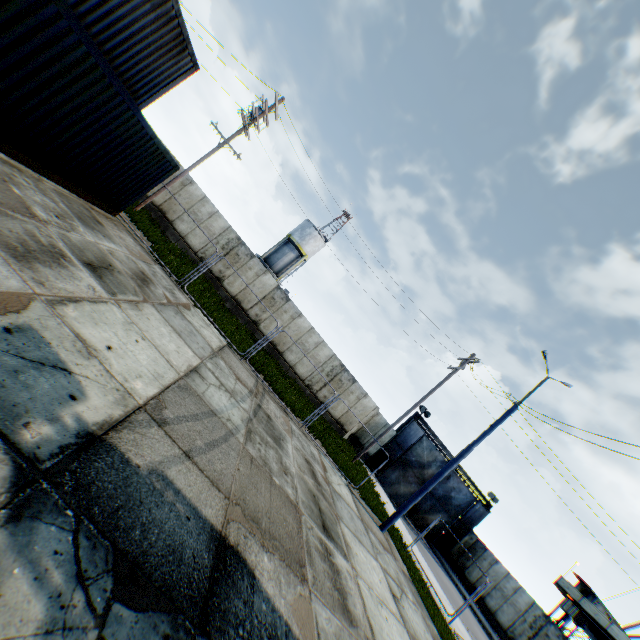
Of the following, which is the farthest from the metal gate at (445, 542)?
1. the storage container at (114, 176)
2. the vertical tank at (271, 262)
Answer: the storage container at (114, 176)

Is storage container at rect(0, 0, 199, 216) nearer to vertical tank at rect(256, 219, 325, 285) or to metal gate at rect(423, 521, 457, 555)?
metal gate at rect(423, 521, 457, 555)

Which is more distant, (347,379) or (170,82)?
(347,379)

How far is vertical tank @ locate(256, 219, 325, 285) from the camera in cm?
3891

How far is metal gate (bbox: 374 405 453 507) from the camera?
26.53m

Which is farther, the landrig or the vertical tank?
the vertical tank

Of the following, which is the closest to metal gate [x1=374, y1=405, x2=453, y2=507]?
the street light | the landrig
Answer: the landrig

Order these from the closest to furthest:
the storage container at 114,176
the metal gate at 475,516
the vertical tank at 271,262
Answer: the storage container at 114,176 → the metal gate at 475,516 → the vertical tank at 271,262
